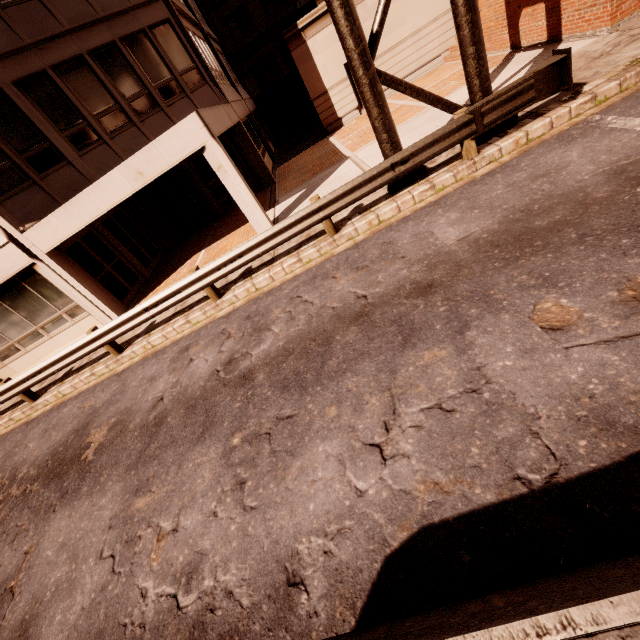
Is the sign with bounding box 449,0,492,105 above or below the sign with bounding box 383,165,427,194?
above

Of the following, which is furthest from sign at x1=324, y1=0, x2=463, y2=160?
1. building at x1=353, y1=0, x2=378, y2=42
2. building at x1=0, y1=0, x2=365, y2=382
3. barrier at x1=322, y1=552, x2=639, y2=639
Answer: building at x1=353, y1=0, x2=378, y2=42

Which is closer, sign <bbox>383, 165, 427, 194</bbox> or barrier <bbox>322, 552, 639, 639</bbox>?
barrier <bbox>322, 552, 639, 639</bbox>

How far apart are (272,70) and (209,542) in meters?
39.9

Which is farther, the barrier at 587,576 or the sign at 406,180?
the sign at 406,180

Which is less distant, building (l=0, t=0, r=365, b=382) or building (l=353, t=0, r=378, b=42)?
building (l=0, t=0, r=365, b=382)

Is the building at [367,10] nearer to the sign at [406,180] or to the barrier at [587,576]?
the sign at [406,180]

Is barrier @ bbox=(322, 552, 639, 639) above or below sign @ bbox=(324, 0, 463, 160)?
below
